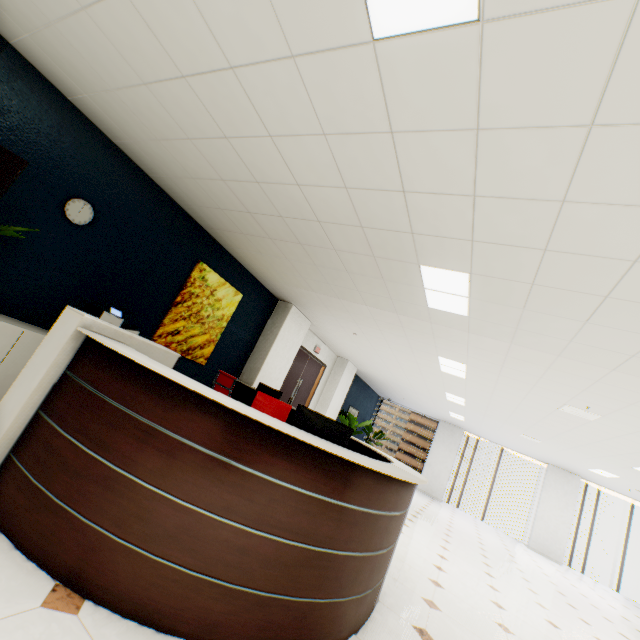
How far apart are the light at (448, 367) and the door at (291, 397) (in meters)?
3.47

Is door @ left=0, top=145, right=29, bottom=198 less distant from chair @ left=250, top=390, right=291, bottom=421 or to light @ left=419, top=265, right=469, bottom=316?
chair @ left=250, top=390, right=291, bottom=421

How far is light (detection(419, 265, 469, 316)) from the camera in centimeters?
319cm

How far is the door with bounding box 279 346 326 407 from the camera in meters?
8.4 m

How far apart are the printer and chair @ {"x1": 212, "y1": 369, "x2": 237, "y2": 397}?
1.2 meters

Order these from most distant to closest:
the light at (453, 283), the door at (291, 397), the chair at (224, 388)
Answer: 1. the door at (291, 397)
2. the chair at (224, 388)
3. the light at (453, 283)

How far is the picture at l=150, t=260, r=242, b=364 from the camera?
4.90m

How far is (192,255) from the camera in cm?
494
